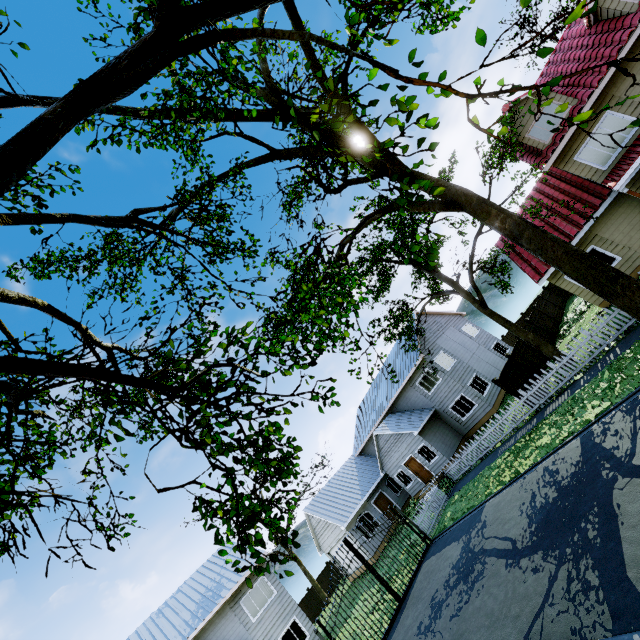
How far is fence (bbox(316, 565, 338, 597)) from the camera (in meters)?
32.91

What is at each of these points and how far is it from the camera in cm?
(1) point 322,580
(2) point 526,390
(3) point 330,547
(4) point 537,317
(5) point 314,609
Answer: (1) fence, 3341
(2) fence, 1545
(3) garage door, 2781
(4) fence, 2381
(5) fence, 3145

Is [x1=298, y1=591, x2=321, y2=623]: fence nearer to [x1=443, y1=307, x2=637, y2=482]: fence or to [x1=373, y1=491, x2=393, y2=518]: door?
[x1=373, y1=491, x2=393, y2=518]: door

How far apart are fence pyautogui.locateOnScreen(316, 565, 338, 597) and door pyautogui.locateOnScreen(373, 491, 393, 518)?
13.2m

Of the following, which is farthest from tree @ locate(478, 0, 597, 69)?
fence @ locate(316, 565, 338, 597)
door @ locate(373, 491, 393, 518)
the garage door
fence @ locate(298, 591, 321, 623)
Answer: fence @ locate(298, 591, 321, 623)

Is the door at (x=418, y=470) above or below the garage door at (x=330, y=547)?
below

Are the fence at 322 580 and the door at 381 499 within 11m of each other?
no

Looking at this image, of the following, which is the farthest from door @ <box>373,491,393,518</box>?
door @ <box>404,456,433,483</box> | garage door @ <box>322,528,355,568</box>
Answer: door @ <box>404,456,433,483</box>
